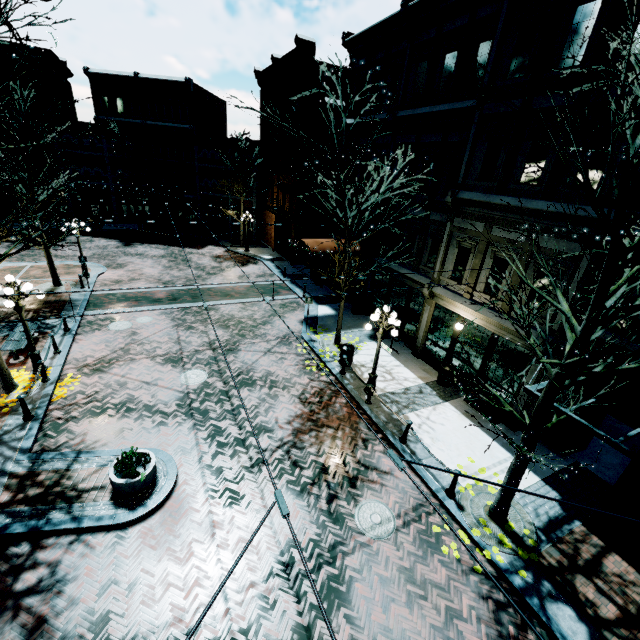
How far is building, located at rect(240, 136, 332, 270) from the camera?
23.2m

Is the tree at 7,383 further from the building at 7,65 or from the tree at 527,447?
the tree at 527,447

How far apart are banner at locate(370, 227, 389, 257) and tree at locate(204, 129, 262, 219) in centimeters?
1845cm

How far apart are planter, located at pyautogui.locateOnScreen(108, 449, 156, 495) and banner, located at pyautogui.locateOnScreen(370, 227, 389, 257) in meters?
12.6

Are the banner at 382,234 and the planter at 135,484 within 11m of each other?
no

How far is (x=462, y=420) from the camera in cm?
1159

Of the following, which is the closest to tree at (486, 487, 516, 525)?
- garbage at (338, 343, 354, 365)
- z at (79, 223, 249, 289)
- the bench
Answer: garbage at (338, 343, 354, 365)

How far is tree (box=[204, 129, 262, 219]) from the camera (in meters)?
27.67
